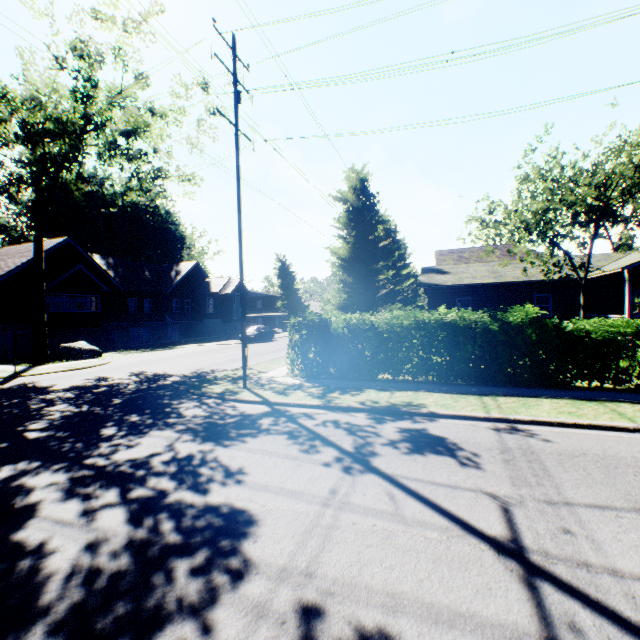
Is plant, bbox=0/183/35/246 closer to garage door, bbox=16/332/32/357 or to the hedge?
garage door, bbox=16/332/32/357

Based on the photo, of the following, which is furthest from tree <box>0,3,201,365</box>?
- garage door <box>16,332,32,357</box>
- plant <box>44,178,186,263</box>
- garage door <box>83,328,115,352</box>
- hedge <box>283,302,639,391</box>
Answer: garage door <box>83,328,115,352</box>

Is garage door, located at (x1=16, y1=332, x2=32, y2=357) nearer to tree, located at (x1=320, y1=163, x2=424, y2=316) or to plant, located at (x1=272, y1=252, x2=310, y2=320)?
tree, located at (x1=320, y1=163, x2=424, y2=316)

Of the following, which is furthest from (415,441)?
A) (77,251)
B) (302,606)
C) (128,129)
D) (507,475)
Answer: (77,251)

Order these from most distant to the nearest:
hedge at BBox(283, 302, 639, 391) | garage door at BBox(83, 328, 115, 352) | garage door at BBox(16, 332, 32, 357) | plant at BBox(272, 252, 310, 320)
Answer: plant at BBox(272, 252, 310, 320) → garage door at BBox(83, 328, 115, 352) → garage door at BBox(16, 332, 32, 357) → hedge at BBox(283, 302, 639, 391)

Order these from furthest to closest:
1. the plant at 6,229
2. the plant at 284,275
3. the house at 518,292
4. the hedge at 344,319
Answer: the plant at 284,275
the plant at 6,229
the house at 518,292
the hedge at 344,319

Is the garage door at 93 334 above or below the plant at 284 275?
below

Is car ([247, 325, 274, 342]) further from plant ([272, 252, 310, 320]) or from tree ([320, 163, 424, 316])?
plant ([272, 252, 310, 320])
